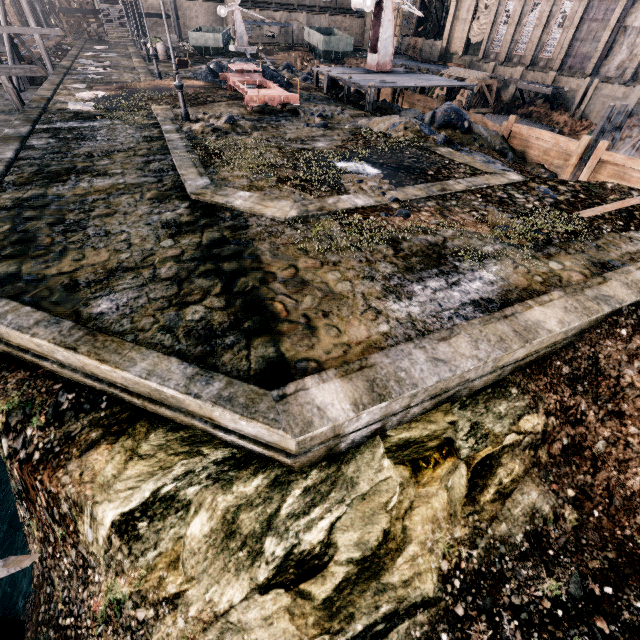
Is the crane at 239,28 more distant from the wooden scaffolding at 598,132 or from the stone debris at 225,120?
the wooden scaffolding at 598,132

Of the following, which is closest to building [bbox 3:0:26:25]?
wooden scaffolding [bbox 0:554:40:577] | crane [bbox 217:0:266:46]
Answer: crane [bbox 217:0:266:46]

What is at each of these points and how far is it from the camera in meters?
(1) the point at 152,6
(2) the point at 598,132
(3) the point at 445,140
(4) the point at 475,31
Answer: (1) building, 54.8 m
(2) wooden scaffolding, 30.1 m
(3) stone debris, 15.9 m
(4) cloth, 51.7 m

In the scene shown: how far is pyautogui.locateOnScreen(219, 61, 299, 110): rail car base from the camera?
17.3 meters

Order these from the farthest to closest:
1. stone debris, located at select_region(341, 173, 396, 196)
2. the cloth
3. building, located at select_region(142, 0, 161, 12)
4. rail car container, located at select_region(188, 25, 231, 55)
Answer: building, located at select_region(142, 0, 161, 12), the cloth, rail car container, located at select_region(188, 25, 231, 55), stone debris, located at select_region(341, 173, 396, 196)

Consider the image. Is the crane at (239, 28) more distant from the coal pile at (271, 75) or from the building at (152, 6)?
the building at (152, 6)

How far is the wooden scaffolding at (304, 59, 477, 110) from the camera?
20.35m

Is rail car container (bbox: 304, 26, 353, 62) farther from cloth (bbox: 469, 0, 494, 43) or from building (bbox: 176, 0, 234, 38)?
cloth (bbox: 469, 0, 494, 43)
